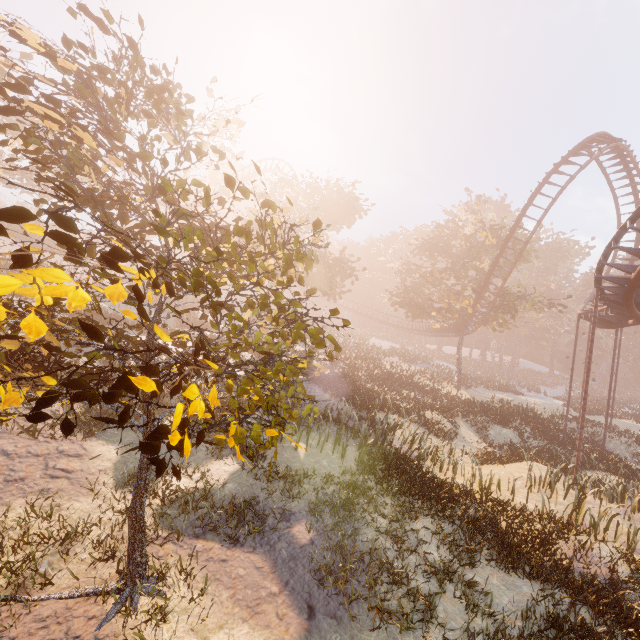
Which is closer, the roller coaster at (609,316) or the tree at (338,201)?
the roller coaster at (609,316)

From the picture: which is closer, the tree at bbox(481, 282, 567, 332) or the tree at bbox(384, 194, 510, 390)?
the tree at bbox(481, 282, 567, 332)

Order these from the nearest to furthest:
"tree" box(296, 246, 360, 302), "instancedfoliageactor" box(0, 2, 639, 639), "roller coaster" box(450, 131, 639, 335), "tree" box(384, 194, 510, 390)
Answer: "instancedfoliageactor" box(0, 2, 639, 639) → "roller coaster" box(450, 131, 639, 335) → "tree" box(296, 246, 360, 302) → "tree" box(384, 194, 510, 390)

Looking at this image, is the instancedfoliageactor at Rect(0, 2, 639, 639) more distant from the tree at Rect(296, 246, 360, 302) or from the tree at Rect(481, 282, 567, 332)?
the tree at Rect(481, 282, 567, 332)

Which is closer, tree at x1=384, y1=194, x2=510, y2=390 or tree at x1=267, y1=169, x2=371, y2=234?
tree at x1=267, y1=169, x2=371, y2=234

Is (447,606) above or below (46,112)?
below

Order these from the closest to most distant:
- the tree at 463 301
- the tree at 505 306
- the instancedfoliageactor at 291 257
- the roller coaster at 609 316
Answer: the instancedfoliageactor at 291 257
the roller coaster at 609 316
the tree at 505 306
the tree at 463 301

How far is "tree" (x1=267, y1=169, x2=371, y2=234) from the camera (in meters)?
24.80
